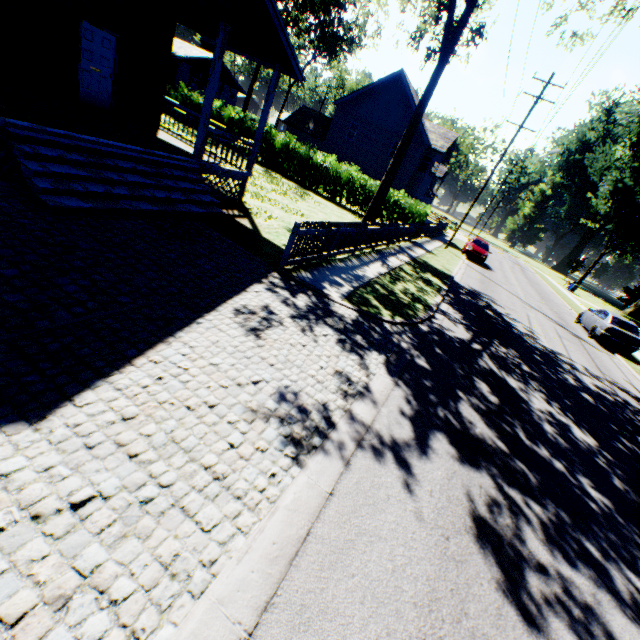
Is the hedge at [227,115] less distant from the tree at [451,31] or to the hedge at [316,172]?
the hedge at [316,172]

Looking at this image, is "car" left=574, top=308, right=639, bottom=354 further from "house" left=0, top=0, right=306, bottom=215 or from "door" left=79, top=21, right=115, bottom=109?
"door" left=79, top=21, right=115, bottom=109

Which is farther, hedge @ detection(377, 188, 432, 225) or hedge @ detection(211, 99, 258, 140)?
hedge @ detection(211, 99, 258, 140)

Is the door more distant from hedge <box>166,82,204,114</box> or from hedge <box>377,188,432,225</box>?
hedge <box>166,82,204,114</box>

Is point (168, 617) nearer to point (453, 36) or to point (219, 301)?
point (219, 301)

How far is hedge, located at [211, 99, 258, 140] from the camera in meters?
24.3 m

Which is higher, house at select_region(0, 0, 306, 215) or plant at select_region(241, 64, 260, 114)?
plant at select_region(241, 64, 260, 114)

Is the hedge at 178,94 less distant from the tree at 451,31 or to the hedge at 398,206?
the hedge at 398,206
